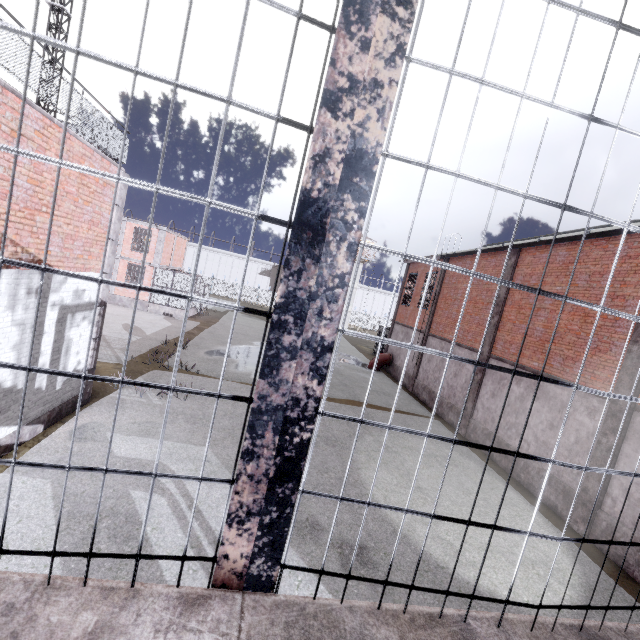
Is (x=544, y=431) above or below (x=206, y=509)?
above

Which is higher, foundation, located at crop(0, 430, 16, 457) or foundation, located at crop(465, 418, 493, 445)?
foundation, located at crop(465, 418, 493, 445)

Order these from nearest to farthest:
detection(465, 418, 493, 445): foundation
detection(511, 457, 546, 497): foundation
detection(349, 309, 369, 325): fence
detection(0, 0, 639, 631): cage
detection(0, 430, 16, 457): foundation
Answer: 1. detection(0, 0, 639, 631): cage
2. detection(0, 430, 16, 457): foundation
3. detection(511, 457, 546, 497): foundation
4. detection(465, 418, 493, 445): foundation
5. detection(349, 309, 369, 325): fence

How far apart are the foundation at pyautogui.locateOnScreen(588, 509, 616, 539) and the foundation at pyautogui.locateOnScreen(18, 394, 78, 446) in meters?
15.0 m

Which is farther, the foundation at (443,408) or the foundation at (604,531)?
the foundation at (443,408)

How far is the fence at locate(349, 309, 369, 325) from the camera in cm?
5954

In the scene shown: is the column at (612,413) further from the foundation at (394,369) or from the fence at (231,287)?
the fence at (231,287)

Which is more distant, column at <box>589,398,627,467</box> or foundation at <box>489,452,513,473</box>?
foundation at <box>489,452,513,473</box>
